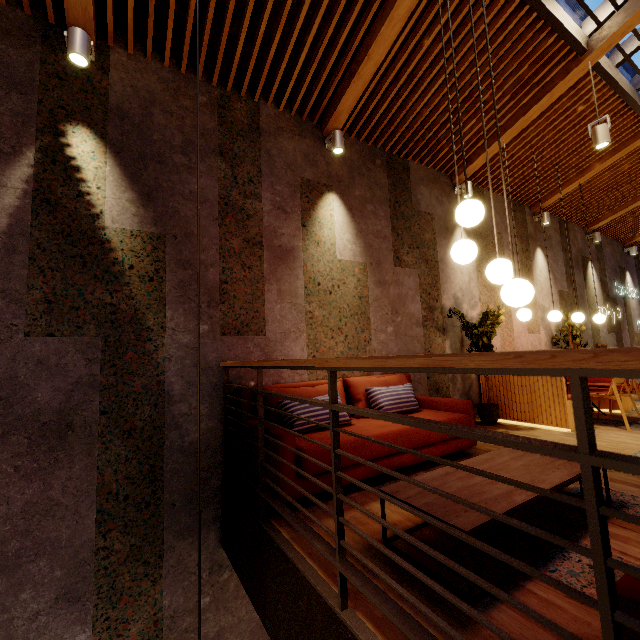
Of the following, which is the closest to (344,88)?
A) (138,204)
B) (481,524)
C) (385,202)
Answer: (385,202)

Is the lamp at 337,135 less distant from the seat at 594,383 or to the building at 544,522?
the building at 544,522

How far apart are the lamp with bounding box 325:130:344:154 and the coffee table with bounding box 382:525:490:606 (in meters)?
3.76

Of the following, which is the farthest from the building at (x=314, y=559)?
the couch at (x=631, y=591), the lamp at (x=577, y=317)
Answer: the lamp at (x=577, y=317)

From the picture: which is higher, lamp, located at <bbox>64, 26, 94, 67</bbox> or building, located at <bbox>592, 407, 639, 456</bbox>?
lamp, located at <bbox>64, 26, 94, 67</bbox>

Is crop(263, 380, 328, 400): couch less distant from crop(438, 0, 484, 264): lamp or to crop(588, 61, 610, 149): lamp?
crop(438, 0, 484, 264): lamp

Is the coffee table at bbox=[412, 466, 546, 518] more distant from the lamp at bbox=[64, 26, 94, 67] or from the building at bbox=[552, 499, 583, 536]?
the lamp at bbox=[64, 26, 94, 67]

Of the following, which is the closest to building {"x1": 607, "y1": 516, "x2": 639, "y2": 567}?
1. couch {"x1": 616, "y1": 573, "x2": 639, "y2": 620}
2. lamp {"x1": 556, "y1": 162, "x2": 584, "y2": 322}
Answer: couch {"x1": 616, "y1": 573, "x2": 639, "y2": 620}
